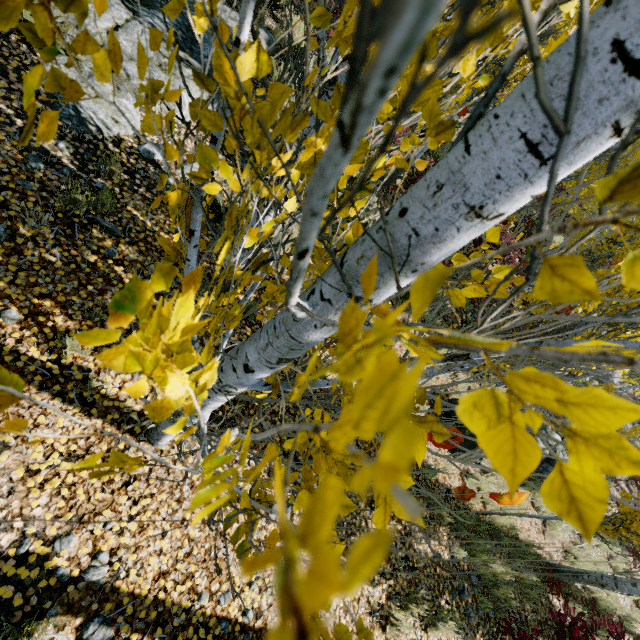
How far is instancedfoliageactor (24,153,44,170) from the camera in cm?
364

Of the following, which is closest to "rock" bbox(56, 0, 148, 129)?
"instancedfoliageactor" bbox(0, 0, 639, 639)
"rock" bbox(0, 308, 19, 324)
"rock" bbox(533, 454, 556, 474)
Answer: "instancedfoliageactor" bbox(0, 0, 639, 639)

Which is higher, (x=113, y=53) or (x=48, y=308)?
(x=113, y=53)

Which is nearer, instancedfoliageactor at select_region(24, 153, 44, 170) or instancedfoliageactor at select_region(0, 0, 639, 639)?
instancedfoliageactor at select_region(0, 0, 639, 639)

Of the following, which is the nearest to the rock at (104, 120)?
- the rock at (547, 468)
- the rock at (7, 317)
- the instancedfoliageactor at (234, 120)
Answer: the instancedfoliageactor at (234, 120)

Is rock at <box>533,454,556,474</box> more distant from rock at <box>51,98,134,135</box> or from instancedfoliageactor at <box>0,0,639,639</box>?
rock at <box>51,98,134,135</box>

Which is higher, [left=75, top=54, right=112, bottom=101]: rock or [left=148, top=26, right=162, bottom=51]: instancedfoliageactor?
[left=148, top=26, right=162, bottom=51]: instancedfoliageactor

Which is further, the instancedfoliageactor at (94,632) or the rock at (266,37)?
the rock at (266,37)
